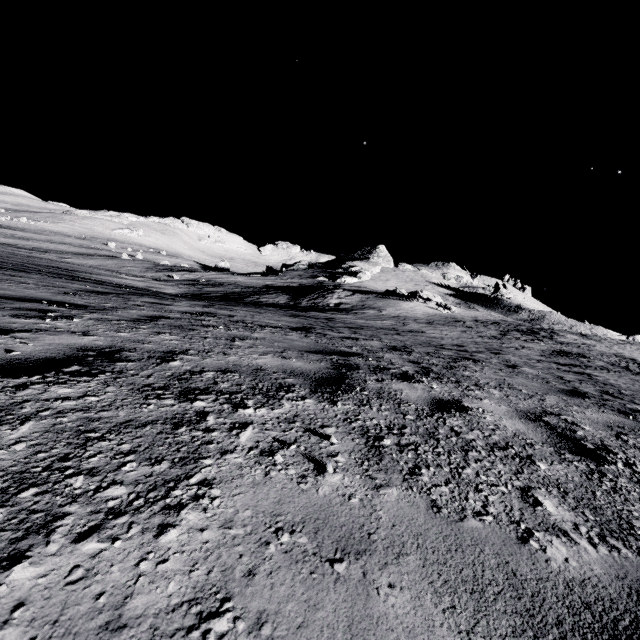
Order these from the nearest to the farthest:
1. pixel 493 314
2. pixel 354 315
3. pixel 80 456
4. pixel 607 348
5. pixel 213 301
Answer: pixel 80 456 → pixel 213 301 → pixel 354 315 → pixel 607 348 → pixel 493 314
